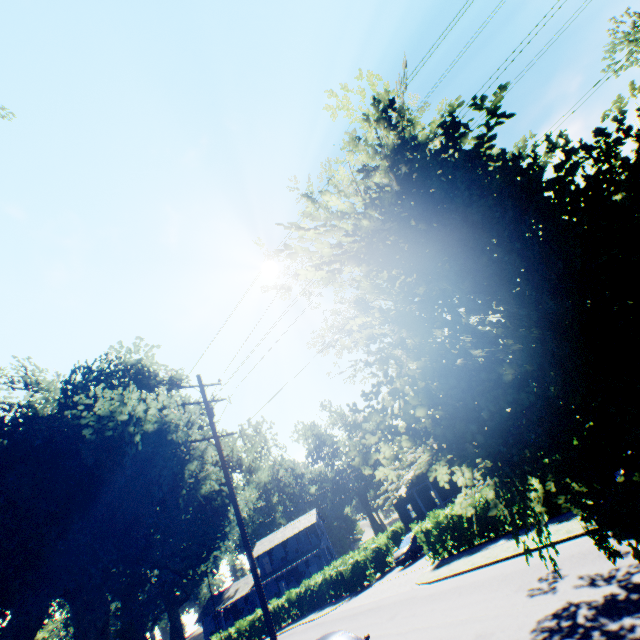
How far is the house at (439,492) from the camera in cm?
3194

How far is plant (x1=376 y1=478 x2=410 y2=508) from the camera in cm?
315

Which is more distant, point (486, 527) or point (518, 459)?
point (486, 527)

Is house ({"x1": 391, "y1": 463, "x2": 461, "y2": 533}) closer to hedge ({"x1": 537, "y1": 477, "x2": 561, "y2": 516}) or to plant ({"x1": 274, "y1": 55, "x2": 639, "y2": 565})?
hedge ({"x1": 537, "y1": 477, "x2": 561, "y2": 516})

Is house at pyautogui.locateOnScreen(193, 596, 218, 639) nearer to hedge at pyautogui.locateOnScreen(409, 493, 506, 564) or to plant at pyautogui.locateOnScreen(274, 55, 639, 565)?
plant at pyautogui.locateOnScreen(274, 55, 639, 565)

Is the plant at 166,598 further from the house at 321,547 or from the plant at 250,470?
the plant at 250,470

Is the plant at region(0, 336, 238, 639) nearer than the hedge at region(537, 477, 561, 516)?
No
